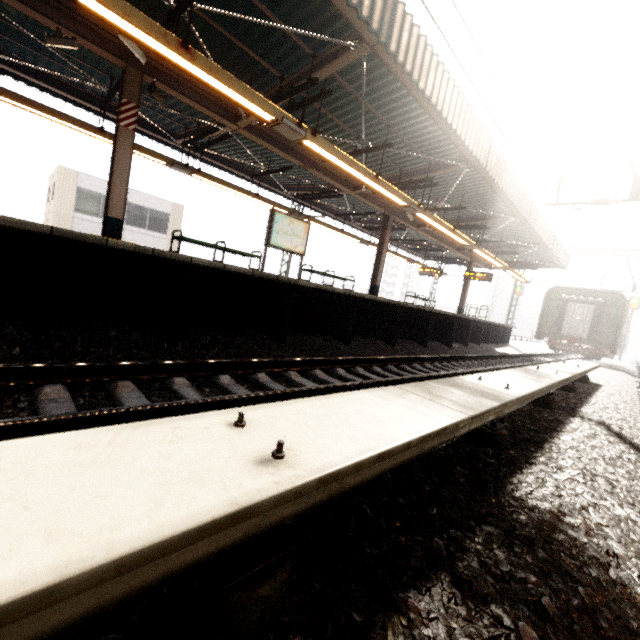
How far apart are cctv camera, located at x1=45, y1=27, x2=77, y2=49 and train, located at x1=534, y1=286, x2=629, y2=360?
25.1 meters

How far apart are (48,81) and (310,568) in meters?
13.2 m

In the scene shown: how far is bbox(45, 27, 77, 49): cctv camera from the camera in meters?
5.7

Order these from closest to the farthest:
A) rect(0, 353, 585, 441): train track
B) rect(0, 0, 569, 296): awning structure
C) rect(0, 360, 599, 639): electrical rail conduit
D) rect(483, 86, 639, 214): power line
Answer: rect(0, 360, 599, 639): electrical rail conduit, rect(0, 353, 585, 441): train track, rect(0, 0, 569, 296): awning structure, rect(483, 86, 639, 214): power line

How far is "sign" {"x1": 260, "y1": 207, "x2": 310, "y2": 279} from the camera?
9.6m

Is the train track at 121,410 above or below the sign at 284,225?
below

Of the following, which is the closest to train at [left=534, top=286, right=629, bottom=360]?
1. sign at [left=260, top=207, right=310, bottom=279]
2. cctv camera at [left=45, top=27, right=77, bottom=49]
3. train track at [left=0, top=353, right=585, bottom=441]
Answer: train track at [left=0, top=353, right=585, bottom=441]

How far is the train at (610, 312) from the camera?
19.3m
